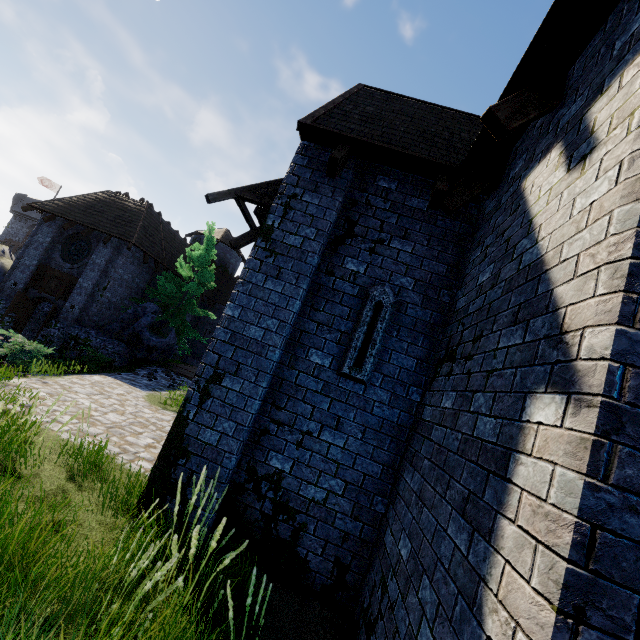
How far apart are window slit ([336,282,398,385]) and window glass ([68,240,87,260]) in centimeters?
2026cm

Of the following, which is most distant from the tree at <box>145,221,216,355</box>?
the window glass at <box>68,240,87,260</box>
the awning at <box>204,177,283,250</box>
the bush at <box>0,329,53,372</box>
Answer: the awning at <box>204,177,283,250</box>

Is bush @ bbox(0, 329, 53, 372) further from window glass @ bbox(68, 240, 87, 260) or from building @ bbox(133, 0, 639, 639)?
window glass @ bbox(68, 240, 87, 260)

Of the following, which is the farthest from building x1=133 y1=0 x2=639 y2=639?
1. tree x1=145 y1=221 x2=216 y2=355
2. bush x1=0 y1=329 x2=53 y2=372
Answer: tree x1=145 y1=221 x2=216 y2=355

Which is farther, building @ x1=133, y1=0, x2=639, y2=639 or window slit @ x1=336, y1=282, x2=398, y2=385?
window slit @ x1=336, y1=282, x2=398, y2=385

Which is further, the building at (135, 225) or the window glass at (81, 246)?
the window glass at (81, 246)

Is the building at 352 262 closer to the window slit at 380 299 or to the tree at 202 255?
the window slit at 380 299

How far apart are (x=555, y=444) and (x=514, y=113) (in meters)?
3.05
